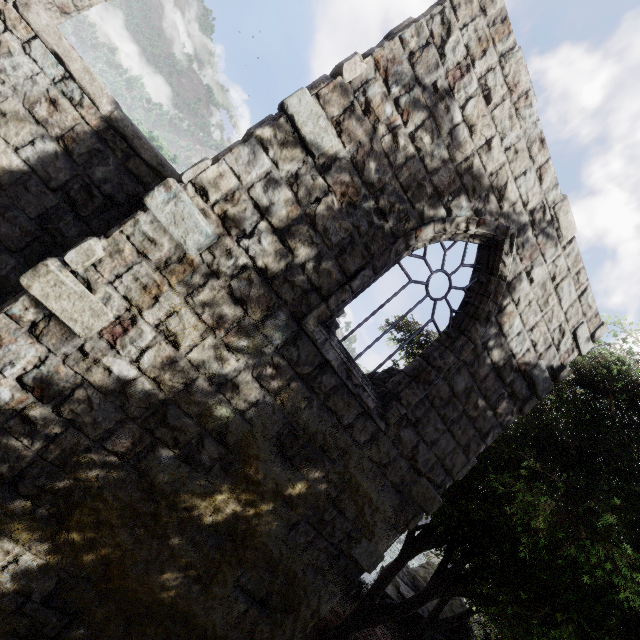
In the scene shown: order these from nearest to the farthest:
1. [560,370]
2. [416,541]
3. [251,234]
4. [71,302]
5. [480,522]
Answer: [71,302], [251,234], [560,370], [480,522], [416,541]
